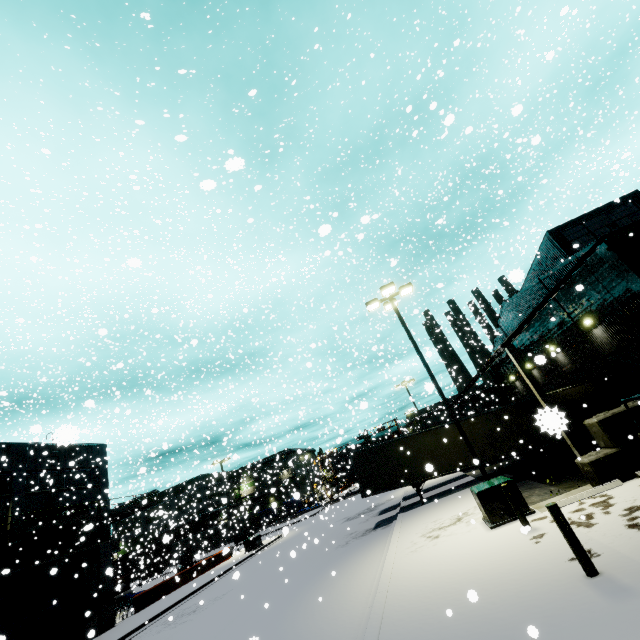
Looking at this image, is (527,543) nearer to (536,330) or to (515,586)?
(515,586)

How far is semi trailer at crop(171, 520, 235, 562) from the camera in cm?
4055

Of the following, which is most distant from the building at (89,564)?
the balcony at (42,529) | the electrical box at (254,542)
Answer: the electrical box at (254,542)

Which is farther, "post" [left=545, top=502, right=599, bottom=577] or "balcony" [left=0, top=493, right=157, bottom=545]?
"balcony" [left=0, top=493, right=157, bottom=545]

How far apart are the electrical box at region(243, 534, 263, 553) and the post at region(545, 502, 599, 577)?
33.6m

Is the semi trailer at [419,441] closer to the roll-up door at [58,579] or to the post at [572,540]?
the roll-up door at [58,579]

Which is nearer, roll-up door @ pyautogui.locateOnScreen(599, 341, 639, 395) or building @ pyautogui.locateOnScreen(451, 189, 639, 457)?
building @ pyautogui.locateOnScreen(451, 189, 639, 457)
